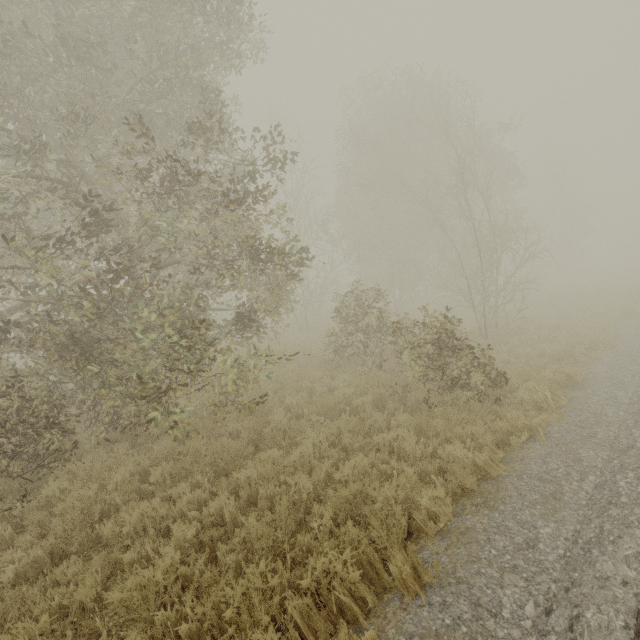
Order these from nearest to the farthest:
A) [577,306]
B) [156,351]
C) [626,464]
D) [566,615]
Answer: [566,615]
[626,464]
[156,351]
[577,306]
